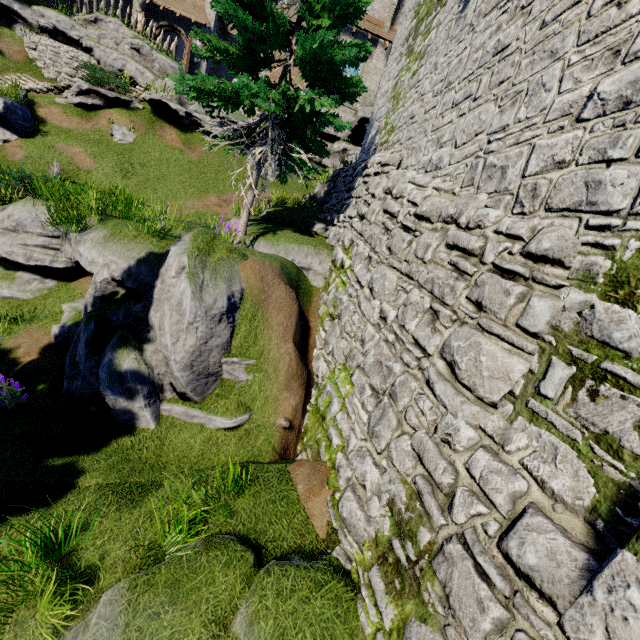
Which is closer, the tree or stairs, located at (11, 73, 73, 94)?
the tree

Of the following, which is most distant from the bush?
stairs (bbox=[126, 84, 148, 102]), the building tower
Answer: stairs (bbox=[126, 84, 148, 102])

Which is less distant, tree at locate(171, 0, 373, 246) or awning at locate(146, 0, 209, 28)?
tree at locate(171, 0, 373, 246)

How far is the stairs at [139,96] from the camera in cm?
1786

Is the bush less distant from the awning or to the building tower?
the building tower

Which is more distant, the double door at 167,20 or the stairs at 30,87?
the double door at 167,20

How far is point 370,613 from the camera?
3.3 meters

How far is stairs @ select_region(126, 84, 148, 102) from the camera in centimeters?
1786cm
